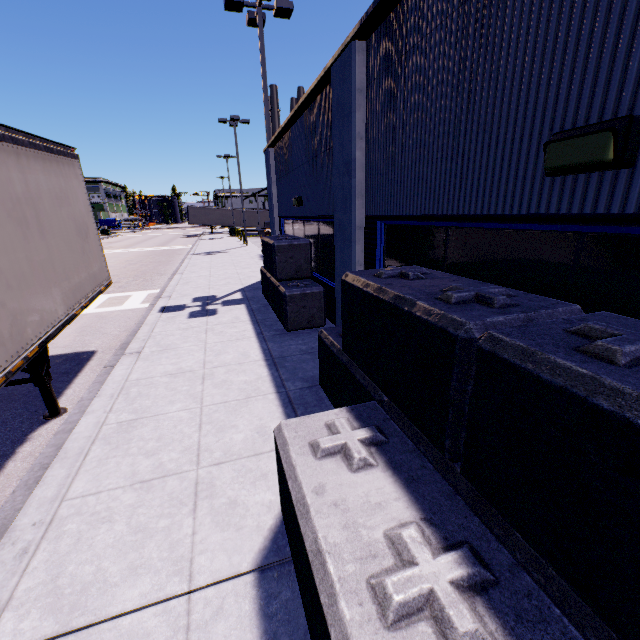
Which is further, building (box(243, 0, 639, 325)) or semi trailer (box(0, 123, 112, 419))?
semi trailer (box(0, 123, 112, 419))

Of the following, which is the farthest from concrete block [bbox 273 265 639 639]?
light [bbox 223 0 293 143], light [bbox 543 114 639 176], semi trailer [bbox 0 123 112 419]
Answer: light [bbox 223 0 293 143]

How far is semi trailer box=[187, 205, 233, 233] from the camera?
48.6m

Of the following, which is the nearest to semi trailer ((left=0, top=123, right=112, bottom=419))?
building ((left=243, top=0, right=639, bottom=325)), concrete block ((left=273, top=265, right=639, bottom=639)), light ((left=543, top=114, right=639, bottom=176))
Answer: building ((left=243, top=0, right=639, bottom=325))

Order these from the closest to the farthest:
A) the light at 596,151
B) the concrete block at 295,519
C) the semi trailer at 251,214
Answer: the concrete block at 295,519 → the light at 596,151 → the semi trailer at 251,214

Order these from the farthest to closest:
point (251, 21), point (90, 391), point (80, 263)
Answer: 1. point (251, 21)
2. point (80, 263)
3. point (90, 391)

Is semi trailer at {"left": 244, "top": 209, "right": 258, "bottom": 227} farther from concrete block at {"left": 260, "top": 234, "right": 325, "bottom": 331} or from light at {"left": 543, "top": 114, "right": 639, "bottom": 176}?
light at {"left": 543, "top": 114, "right": 639, "bottom": 176}

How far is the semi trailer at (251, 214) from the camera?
50.91m
